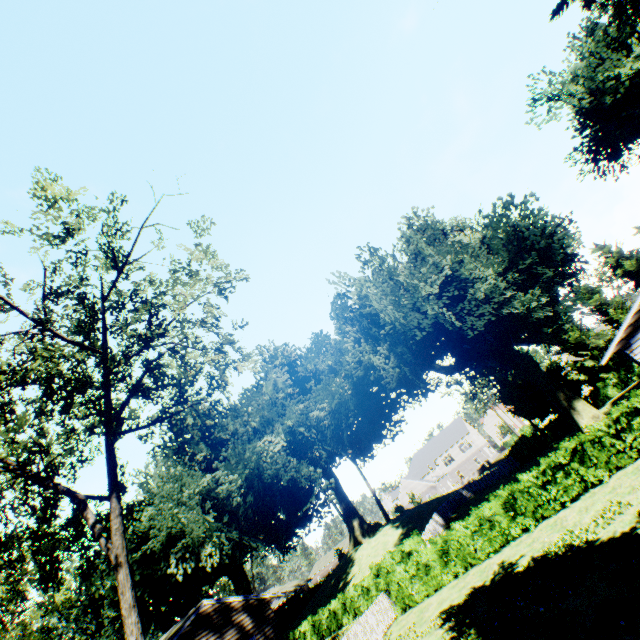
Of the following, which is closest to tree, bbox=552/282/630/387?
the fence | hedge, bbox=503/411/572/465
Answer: hedge, bbox=503/411/572/465

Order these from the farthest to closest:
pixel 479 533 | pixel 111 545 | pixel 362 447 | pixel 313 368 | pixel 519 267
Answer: pixel 313 368 < pixel 362 447 < pixel 519 267 < pixel 479 533 < pixel 111 545

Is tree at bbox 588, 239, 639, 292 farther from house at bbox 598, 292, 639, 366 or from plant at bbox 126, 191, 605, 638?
house at bbox 598, 292, 639, 366

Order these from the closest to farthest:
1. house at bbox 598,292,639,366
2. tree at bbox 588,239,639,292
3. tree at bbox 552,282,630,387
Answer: house at bbox 598,292,639,366 < tree at bbox 552,282,630,387 < tree at bbox 588,239,639,292

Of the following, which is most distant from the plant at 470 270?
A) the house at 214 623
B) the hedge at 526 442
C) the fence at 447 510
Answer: the house at 214 623

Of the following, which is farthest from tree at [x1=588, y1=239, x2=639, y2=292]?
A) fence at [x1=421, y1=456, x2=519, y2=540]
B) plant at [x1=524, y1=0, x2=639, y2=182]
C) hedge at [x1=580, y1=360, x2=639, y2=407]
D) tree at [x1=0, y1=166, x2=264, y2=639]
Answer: tree at [x1=0, y1=166, x2=264, y2=639]

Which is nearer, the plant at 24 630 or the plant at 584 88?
the plant at 584 88

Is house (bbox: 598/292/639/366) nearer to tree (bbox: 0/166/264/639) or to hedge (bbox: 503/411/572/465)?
hedge (bbox: 503/411/572/465)
